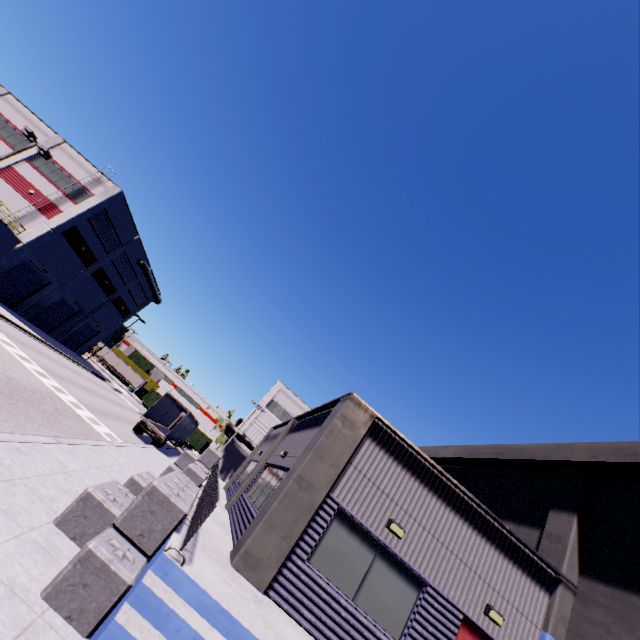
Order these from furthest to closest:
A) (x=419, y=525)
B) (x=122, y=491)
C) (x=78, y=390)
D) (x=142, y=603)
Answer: (x=78, y=390) → (x=419, y=525) → (x=122, y=491) → (x=142, y=603)

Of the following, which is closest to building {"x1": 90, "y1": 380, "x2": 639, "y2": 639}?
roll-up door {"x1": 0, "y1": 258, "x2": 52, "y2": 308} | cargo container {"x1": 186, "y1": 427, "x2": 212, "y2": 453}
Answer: roll-up door {"x1": 0, "y1": 258, "x2": 52, "y2": 308}

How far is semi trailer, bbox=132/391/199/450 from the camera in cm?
2709

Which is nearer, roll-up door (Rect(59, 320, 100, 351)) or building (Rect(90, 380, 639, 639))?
building (Rect(90, 380, 639, 639))

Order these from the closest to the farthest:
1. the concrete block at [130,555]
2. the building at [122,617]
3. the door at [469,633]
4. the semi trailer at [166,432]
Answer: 1. the concrete block at [130,555]
2. the building at [122,617]
3. the door at [469,633]
4. the semi trailer at [166,432]

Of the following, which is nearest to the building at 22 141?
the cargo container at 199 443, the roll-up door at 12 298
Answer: the roll-up door at 12 298

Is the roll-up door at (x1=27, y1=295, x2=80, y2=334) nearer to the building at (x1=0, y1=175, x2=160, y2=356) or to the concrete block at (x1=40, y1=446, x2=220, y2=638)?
the building at (x1=0, y1=175, x2=160, y2=356)

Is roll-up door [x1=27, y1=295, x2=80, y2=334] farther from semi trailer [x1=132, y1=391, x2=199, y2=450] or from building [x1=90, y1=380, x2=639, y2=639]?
semi trailer [x1=132, y1=391, x2=199, y2=450]
